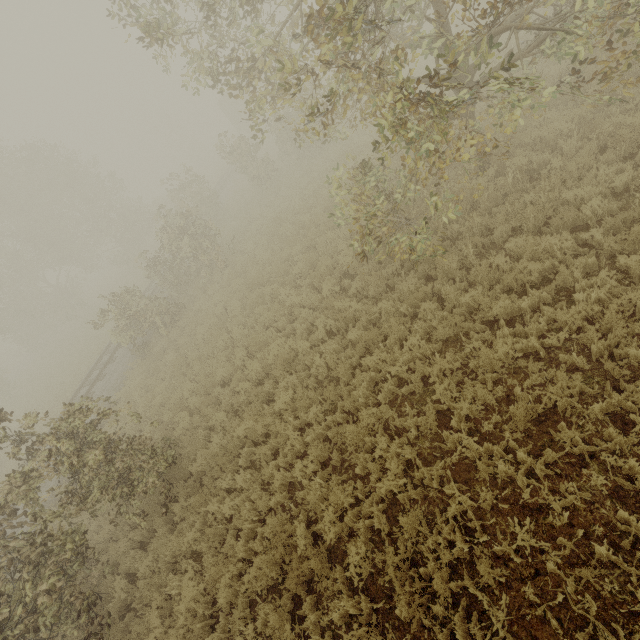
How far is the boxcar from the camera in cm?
3662

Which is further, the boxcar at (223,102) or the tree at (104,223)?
the boxcar at (223,102)

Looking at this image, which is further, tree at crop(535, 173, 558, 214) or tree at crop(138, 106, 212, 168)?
tree at crop(138, 106, 212, 168)

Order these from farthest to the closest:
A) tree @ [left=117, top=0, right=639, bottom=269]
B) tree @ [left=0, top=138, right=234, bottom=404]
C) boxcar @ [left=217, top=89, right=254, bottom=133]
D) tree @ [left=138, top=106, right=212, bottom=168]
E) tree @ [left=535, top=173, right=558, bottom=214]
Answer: tree @ [left=138, top=106, right=212, bottom=168] → boxcar @ [left=217, top=89, right=254, bottom=133] → tree @ [left=0, top=138, right=234, bottom=404] → tree @ [left=535, top=173, right=558, bottom=214] → tree @ [left=117, top=0, right=639, bottom=269]

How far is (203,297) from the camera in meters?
15.9 m

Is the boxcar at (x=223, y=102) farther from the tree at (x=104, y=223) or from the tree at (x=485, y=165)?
the tree at (x=485, y=165)

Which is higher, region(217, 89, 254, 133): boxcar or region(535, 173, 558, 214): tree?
region(217, 89, 254, 133): boxcar

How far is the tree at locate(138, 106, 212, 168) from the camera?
50.59m
